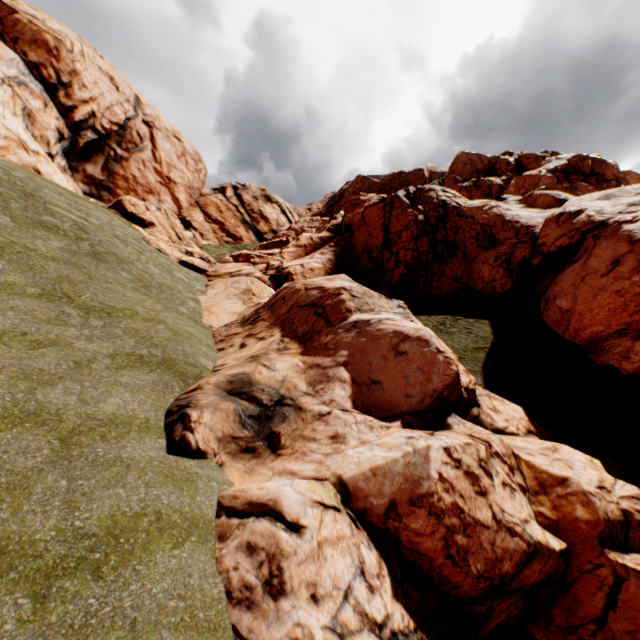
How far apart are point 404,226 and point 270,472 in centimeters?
2867cm
